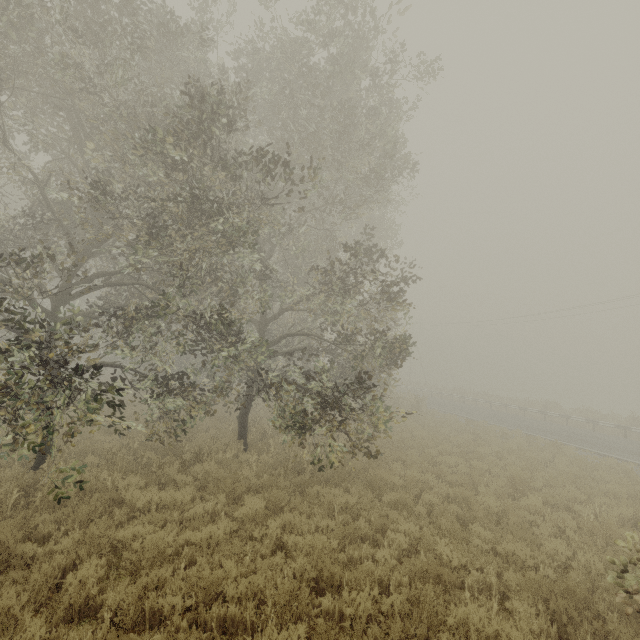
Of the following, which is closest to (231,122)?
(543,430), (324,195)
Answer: (324,195)
